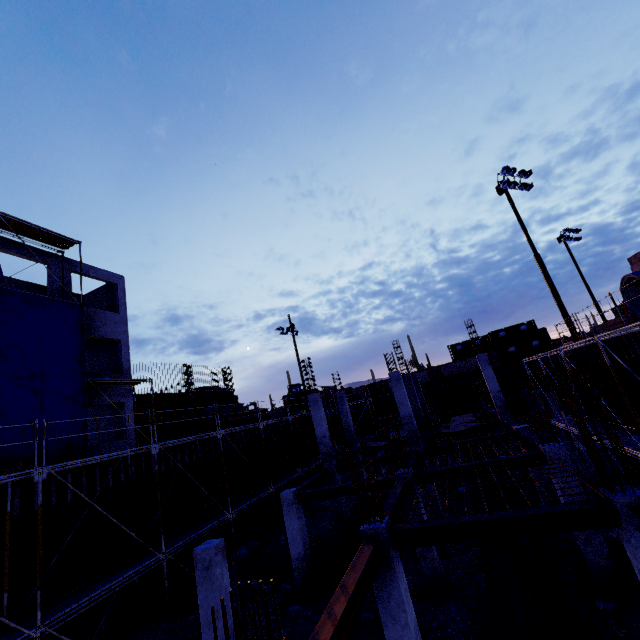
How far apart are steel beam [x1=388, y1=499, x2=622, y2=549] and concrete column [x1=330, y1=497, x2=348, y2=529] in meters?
10.8 m

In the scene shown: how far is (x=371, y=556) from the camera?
6.82m

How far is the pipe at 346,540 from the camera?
11.5 meters

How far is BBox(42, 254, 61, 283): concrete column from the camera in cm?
1808

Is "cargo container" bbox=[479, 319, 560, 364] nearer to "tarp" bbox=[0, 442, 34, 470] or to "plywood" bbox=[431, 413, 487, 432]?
"plywood" bbox=[431, 413, 487, 432]

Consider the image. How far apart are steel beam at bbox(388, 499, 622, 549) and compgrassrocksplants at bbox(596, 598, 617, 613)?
5.27m

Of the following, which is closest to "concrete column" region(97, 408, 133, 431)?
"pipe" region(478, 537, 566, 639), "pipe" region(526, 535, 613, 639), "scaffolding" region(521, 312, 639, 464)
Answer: "pipe" region(478, 537, 566, 639)

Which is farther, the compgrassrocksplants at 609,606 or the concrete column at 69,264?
the concrete column at 69,264
